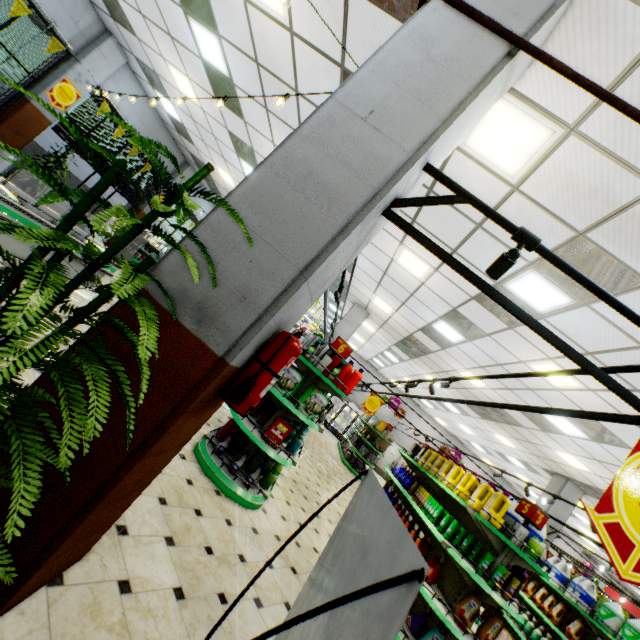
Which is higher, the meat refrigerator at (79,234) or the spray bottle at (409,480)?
the spray bottle at (409,480)

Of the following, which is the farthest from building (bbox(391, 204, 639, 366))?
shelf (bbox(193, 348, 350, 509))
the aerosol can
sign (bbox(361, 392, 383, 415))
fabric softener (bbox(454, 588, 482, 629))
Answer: sign (bbox(361, 392, 383, 415))

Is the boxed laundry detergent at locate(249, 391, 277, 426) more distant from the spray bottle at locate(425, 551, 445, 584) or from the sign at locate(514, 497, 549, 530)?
the sign at locate(514, 497, 549, 530)

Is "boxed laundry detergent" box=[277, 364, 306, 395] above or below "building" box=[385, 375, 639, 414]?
below

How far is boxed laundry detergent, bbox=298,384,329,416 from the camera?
4.4m

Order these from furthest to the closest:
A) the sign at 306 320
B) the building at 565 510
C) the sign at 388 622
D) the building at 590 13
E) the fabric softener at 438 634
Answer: the sign at 306 320, the building at 565 510, the fabric softener at 438 634, the building at 590 13, the sign at 388 622

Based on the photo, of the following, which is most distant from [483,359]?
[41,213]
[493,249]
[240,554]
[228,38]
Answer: [41,213]
